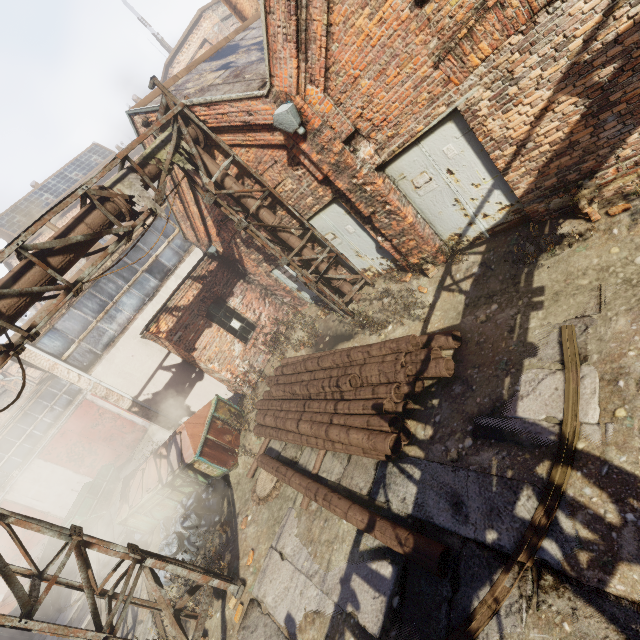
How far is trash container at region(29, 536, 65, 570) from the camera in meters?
15.4

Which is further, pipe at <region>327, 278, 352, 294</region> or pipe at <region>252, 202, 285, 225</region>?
pipe at <region>327, 278, 352, 294</region>

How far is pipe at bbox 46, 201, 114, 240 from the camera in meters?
5.5

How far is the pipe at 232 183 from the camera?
7.43m

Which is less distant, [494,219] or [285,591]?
[285,591]

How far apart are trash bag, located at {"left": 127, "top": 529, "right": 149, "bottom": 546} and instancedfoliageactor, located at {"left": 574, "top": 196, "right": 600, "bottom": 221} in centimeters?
1355cm

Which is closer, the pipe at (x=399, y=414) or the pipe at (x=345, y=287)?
the pipe at (x=399, y=414)
